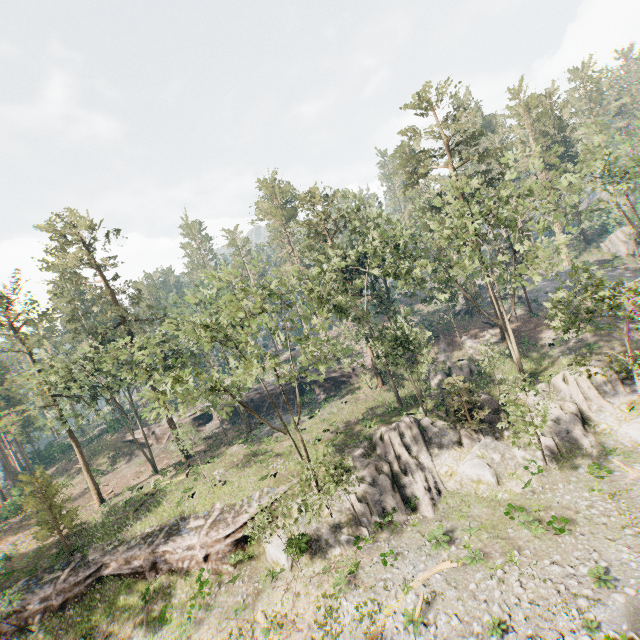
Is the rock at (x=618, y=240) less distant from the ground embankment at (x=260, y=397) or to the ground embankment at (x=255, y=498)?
the ground embankment at (x=260, y=397)

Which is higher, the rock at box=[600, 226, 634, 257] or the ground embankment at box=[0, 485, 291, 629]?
the rock at box=[600, 226, 634, 257]

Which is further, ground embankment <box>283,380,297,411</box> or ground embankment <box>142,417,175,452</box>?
ground embankment <box>142,417,175,452</box>

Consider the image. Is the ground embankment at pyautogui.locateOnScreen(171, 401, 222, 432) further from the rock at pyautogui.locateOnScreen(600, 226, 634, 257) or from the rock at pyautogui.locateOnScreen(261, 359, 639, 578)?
the rock at pyautogui.locateOnScreen(600, 226, 634, 257)

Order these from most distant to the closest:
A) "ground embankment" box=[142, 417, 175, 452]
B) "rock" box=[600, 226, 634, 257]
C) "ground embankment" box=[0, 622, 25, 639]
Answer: "ground embankment" box=[142, 417, 175, 452]
"rock" box=[600, 226, 634, 257]
"ground embankment" box=[0, 622, 25, 639]

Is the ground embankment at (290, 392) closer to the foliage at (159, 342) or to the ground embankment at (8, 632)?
the foliage at (159, 342)

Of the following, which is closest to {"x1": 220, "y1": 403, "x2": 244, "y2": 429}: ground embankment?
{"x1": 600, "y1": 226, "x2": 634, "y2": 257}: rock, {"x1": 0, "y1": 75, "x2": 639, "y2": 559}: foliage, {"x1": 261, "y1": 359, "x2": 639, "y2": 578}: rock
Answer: {"x1": 0, "y1": 75, "x2": 639, "y2": 559}: foliage

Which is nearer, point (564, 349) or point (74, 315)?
point (564, 349)
